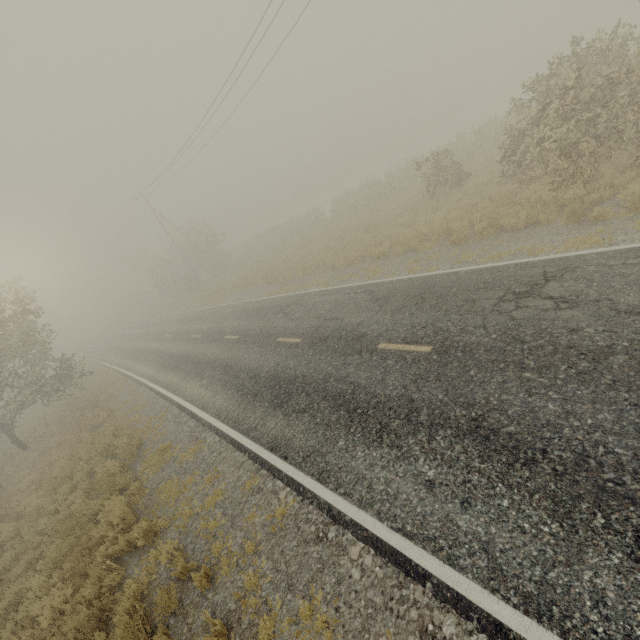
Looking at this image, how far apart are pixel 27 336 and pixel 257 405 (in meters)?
15.01

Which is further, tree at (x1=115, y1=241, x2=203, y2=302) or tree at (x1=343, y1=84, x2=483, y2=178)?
tree at (x1=343, y1=84, x2=483, y2=178)

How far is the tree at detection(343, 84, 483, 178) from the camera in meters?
52.2

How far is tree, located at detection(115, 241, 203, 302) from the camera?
37.2 meters

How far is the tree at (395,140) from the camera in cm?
5224

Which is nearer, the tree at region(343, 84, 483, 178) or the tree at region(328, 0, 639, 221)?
the tree at region(328, 0, 639, 221)

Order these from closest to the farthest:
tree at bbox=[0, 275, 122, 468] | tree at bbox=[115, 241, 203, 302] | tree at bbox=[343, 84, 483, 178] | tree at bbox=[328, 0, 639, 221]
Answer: tree at bbox=[328, 0, 639, 221] → tree at bbox=[0, 275, 122, 468] → tree at bbox=[115, 241, 203, 302] → tree at bbox=[343, 84, 483, 178]

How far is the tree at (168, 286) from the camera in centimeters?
3721cm
